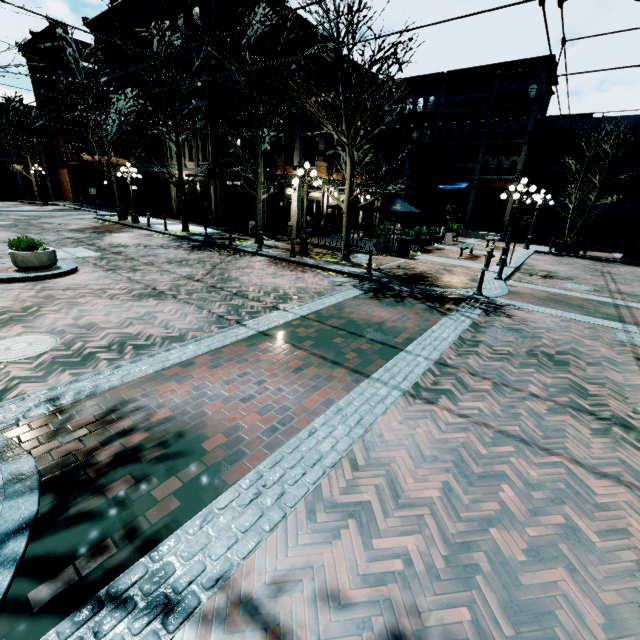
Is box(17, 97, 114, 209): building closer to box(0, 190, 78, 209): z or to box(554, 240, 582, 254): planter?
box(0, 190, 78, 209): z

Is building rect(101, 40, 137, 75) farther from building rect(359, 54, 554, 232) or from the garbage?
the garbage

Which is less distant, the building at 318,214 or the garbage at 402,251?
the garbage at 402,251

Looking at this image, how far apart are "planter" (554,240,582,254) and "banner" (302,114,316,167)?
16.1 meters

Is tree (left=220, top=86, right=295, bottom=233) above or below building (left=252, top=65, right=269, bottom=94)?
below

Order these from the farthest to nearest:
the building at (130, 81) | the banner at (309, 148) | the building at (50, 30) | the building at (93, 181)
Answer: the building at (93, 181)
the building at (50, 30)
the building at (130, 81)
the banner at (309, 148)

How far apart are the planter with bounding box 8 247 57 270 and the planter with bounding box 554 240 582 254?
25.7m

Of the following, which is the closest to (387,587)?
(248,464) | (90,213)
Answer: (248,464)
